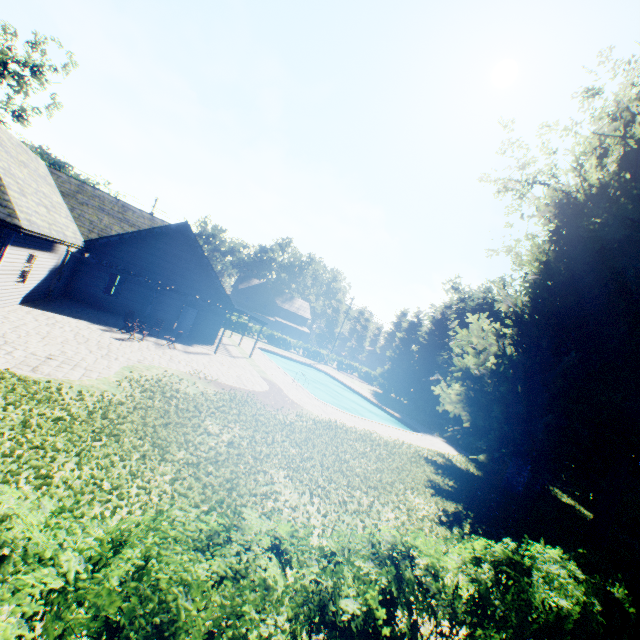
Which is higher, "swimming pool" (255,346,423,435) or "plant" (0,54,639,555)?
"plant" (0,54,639,555)

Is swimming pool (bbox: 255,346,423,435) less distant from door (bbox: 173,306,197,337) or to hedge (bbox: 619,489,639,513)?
door (bbox: 173,306,197,337)

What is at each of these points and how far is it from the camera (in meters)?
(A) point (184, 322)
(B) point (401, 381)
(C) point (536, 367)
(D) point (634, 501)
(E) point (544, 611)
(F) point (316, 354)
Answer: (A) door, 23.52
(B) tree, 41.06
(C) plant, 16.42
(D) hedge, 21.50
(E) hedge, 4.37
(F) hedge, 49.69

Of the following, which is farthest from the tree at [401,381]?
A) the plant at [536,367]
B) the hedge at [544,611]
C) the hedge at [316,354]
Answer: the hedge at [544,611]

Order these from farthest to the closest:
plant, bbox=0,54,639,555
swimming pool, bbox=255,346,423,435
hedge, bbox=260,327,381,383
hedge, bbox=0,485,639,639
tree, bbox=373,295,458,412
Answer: hedge, bbox=260,327,381,383 → tree, bbox=373,295,458,412 → swimming pool, bbox=255,346,423,435 → plant, bbox=0,54,639,555 → hedge, bbox=0,485,639,639

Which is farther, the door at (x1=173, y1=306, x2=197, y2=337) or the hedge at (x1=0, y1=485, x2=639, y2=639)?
the door at (x1=173, y1=306, x2=197, y2=337)

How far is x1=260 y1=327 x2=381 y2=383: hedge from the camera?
46.4 meters

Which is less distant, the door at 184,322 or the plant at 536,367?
the plant at 536,367
